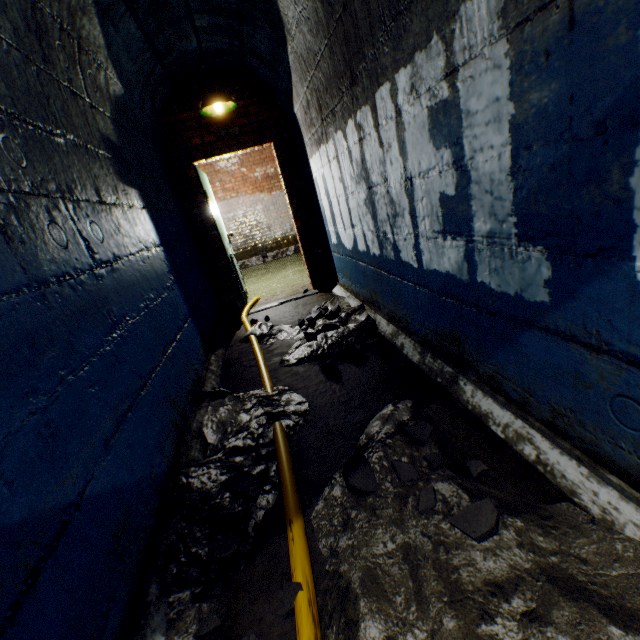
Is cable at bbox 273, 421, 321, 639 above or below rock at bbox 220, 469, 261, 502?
below

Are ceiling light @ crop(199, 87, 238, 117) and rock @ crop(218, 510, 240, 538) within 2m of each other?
no

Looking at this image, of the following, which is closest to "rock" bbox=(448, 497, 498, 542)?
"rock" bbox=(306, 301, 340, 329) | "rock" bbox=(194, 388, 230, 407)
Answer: "rock" bbox=(194, 388, 230, 407)

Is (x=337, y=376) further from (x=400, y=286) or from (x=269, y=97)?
(x=269, y=97)

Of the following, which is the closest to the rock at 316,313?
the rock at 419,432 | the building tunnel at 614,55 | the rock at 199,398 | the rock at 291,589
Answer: the building tunnel at 614,55

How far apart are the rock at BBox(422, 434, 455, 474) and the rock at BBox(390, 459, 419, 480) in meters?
0.1 m

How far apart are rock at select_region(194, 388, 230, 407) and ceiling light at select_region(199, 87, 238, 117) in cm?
315

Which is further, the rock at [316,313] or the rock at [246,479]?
the rock at [316,313]
